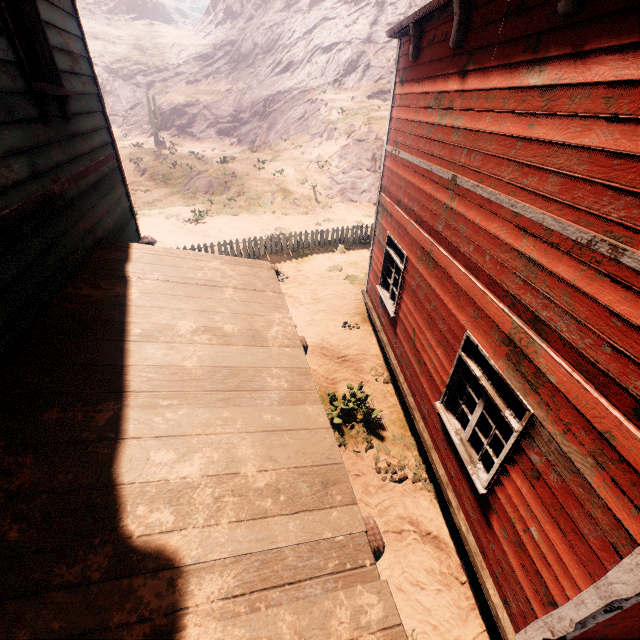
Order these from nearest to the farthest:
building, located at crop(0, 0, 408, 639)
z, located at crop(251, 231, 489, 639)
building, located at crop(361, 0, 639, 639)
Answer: building, located at crop(0, 0, 408, 639)
building, located at crop(361, 0, 639, 639)
z, located at crop(251, 231, 489, 639)

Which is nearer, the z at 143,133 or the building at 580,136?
the building at 580,136

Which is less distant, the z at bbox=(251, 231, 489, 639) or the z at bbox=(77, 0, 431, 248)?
the z at bbox=(251, 231, 489, 639)

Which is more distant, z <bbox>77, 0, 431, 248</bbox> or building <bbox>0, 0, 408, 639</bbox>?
z <bbox>77, 0, 431, 248</bbox>

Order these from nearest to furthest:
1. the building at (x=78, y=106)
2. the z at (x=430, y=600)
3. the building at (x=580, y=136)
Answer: the building at (x=78, y=106) < the building at (x=580, y=136) < the z at (x=430, y=600)

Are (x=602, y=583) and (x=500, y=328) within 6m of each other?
yes

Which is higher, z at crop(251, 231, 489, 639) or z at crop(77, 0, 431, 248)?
z at crop(77, 0, 431, 248)

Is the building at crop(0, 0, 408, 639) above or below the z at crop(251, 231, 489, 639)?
above
